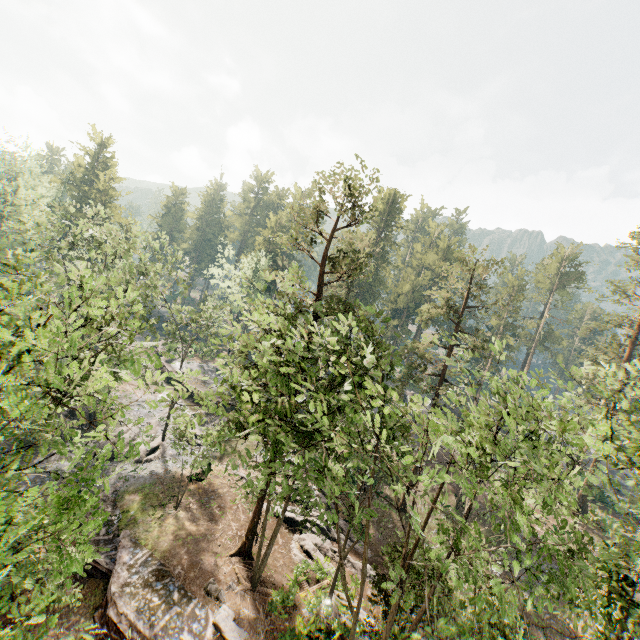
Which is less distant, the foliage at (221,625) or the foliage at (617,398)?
the foliage at (617,398)

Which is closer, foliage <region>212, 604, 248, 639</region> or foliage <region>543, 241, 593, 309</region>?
foliage <region>212, 604, 248, 639</region>

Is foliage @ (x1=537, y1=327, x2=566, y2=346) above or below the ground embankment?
above

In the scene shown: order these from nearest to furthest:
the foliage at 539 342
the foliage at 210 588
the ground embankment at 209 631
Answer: the ground embankment at 209 631 < the foliage at 210 588 < the foliage at 539 342

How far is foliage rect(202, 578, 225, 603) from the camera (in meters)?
18.59

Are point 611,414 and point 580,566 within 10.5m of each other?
yes

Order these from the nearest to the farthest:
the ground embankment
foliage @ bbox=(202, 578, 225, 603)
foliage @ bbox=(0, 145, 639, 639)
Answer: foliage @ bbox=(0, 145, 639, 639)
the ground embankment
foliage @ bbox=(202, 578, 225, 603)
